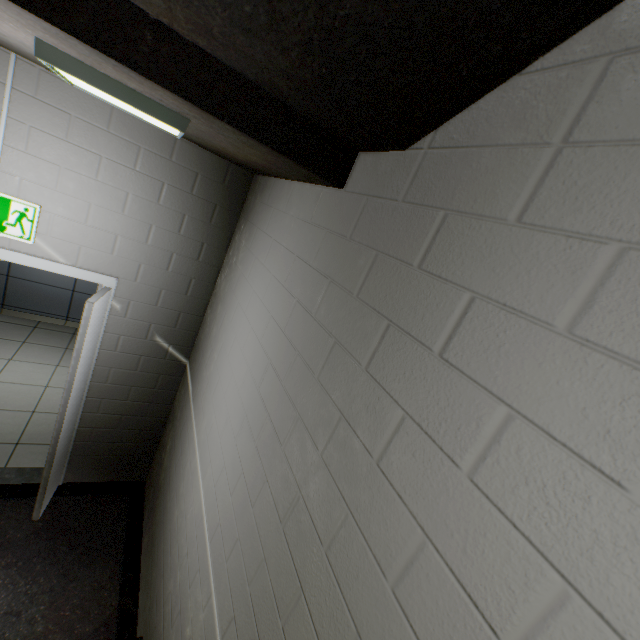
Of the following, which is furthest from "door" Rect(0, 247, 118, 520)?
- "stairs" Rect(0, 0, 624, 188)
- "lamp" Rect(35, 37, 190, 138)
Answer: "lamp" Rect(35, 37, 190, 138)

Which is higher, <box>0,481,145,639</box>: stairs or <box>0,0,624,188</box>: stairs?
<box>0,0,624,188</box>: stairs

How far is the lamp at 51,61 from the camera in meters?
1.1 m

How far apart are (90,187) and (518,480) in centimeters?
288cm

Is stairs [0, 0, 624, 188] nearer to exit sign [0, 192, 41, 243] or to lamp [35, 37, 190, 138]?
lamp [35, 37, 190, 138]

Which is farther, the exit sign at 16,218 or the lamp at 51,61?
the exit sign at 16,218

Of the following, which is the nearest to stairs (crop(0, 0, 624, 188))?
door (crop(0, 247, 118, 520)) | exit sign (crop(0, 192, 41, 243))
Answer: door (crop(0, 247, 118, 520))
